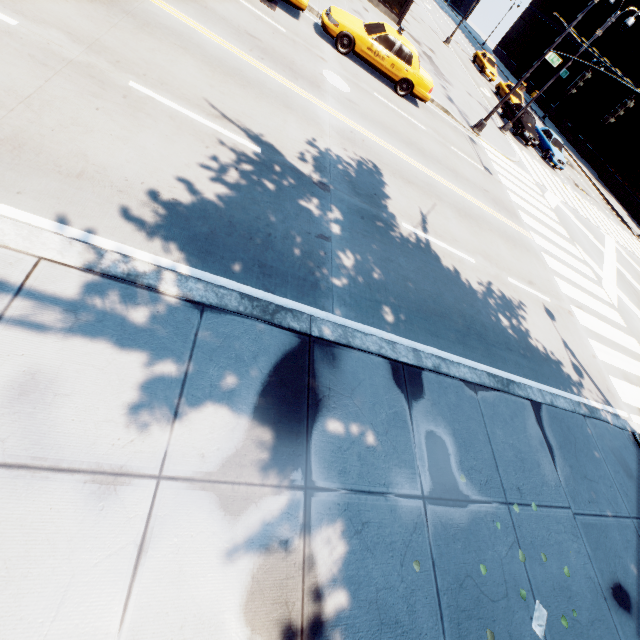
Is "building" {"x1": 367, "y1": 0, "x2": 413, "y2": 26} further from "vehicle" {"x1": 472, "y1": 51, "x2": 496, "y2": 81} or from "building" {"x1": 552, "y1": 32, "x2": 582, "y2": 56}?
"building" {"x1": 552, "y1": 32, "x2": 582, "y2": 56}

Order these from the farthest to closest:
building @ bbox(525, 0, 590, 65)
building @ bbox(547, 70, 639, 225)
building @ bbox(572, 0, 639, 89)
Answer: building @ bbox(525, 0, 590, 65)
building @ bbox(572, 0, 639, 89)
building @ bbox(547, 70, 639, 225)

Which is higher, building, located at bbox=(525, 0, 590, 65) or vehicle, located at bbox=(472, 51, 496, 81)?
building, located at bbox=(525, 0, 590, 65)

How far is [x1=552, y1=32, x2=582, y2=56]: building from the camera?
50.75m

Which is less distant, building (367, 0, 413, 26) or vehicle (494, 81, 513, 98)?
building (367, 0, 413, 26)

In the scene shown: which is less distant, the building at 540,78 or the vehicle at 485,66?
the vehicle at 485,66

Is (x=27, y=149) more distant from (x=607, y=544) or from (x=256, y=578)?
(x=607, y=544)

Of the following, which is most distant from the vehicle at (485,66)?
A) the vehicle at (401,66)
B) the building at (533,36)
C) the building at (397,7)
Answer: the vehicle at (401,66)
